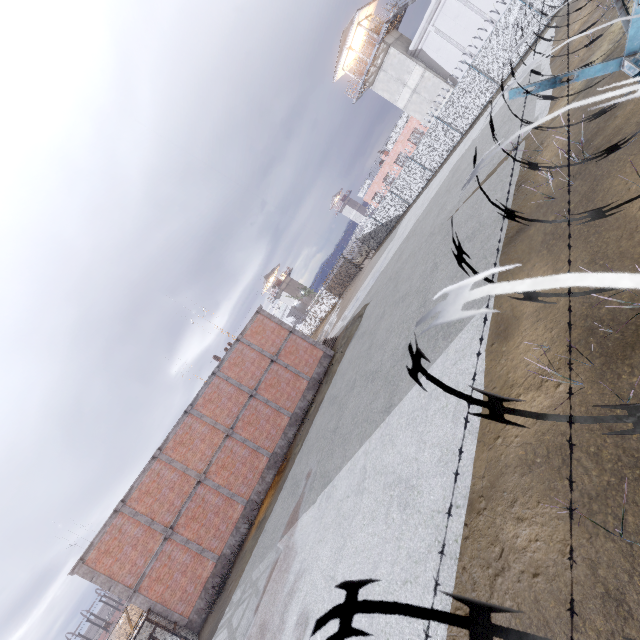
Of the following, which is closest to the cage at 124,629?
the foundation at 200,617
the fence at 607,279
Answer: the foundation at 200,617

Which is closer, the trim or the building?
the trim

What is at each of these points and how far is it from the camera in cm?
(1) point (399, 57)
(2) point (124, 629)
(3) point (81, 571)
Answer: (1) building, 3098
(2) cage, 1759
(3) trim, 1596

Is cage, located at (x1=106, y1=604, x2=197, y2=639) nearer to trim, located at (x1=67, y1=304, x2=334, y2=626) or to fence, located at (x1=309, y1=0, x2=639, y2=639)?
trim, located at (x1=67, y1=304, x2=334, y2=626)

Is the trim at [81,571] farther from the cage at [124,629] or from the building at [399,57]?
the building at [399,57]

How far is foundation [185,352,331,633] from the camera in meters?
16.8 m

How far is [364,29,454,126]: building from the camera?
31.0 meters

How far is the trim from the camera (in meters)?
16.11
